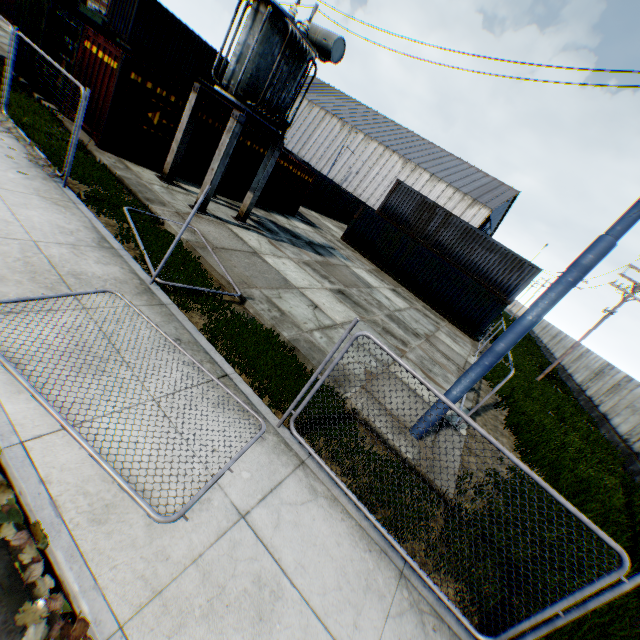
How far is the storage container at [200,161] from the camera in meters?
13.1

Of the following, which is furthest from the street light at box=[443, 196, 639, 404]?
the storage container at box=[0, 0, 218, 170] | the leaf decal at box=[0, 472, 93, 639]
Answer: the storage container at box=[0, 0, 218, 170]

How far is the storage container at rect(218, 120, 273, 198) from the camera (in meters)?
15.25

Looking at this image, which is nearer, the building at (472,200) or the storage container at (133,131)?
the storage container at (133,131)

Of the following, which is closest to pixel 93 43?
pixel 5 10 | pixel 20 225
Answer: pixel 20 225

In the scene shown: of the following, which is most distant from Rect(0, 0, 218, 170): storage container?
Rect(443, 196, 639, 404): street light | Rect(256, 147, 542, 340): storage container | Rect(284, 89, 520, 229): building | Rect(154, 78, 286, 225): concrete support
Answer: Rect(284, 89, 520, 229): building

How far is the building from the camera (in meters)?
46.34

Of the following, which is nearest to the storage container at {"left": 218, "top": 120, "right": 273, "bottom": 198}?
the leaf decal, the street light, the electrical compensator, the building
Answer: the electrical compensator
